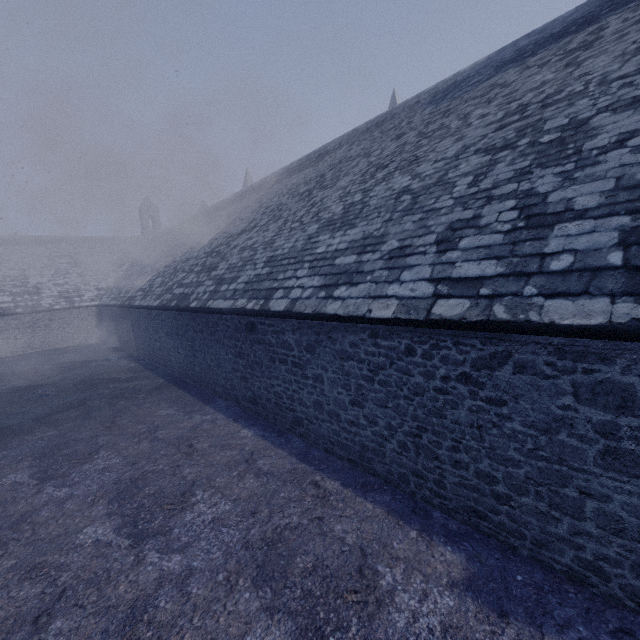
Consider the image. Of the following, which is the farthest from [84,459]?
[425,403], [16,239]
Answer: [16,239]
